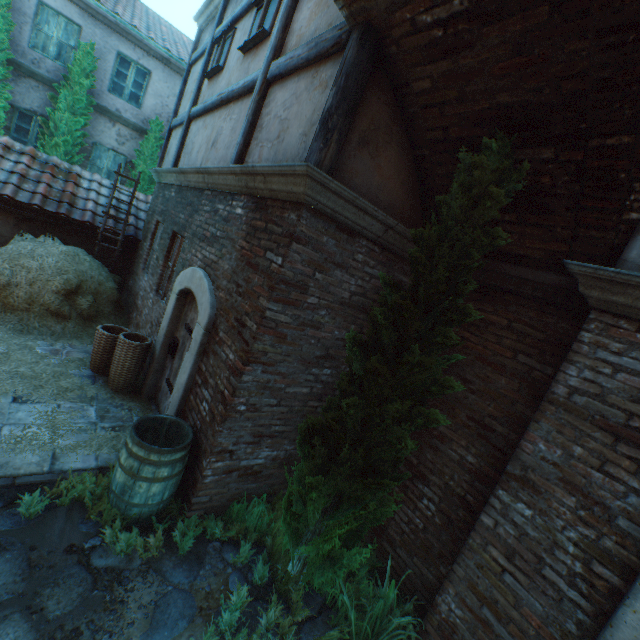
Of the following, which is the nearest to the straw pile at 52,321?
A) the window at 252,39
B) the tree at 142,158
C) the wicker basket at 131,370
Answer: the wicker basket at 131,370

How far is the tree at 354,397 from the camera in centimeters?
260cm

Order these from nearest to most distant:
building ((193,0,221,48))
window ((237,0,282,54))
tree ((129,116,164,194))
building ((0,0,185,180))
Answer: window ((237,0,282,54))
building ((193,0,221,48))
building ((0,0,185,180))
tree ((129,116,164,194))

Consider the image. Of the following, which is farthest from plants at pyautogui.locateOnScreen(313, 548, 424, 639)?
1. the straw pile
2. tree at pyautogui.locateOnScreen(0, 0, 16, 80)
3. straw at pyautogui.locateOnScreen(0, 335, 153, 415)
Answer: tree at pyautogui.locateOnScreen(0, 0, 16, 80)

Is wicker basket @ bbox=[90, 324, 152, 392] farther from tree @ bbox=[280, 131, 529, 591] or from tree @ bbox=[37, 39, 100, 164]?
tree @ bbox=[37, 39, 100, 164]

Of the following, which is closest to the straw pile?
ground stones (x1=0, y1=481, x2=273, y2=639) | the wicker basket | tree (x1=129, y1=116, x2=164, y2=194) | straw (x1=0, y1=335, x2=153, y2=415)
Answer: straw (x1=0, y1=335, x2=153, y2=415)

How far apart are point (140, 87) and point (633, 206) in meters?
14.4

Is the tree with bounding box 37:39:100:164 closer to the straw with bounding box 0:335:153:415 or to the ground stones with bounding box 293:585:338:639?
the straw with bounding box 0:335:153:415
